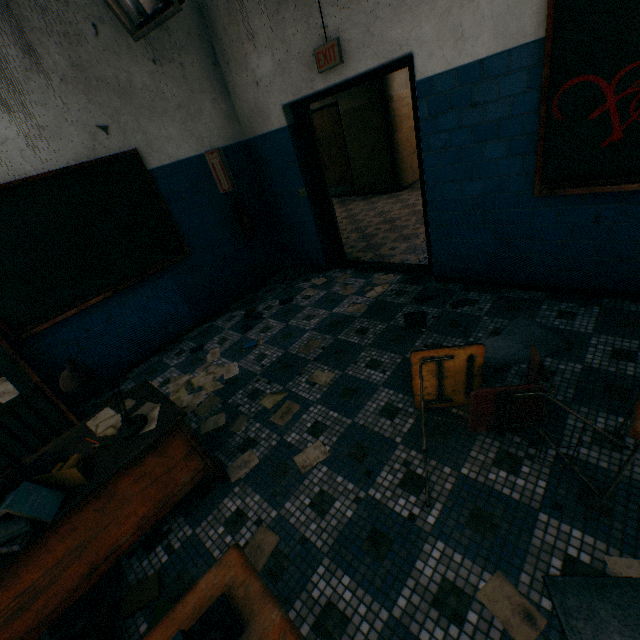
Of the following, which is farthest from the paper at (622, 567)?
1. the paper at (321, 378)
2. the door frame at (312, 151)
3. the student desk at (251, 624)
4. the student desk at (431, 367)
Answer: the door frame at (312, 151)

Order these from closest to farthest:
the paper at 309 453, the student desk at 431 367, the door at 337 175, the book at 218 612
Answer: the book at 218 612
the student desk at 431 367
the paper at 309 453
the door at 337 175

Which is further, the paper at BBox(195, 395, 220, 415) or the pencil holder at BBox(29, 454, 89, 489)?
the paper at BBox(195, 395, 220, 415)

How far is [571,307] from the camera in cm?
283

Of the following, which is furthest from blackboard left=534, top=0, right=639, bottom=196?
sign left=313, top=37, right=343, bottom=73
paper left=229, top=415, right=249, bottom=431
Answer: paper left=229, top=415, right=249, bottom=431

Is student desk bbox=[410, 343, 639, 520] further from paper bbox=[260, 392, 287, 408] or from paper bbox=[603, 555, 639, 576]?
paper bbox=[260, 392, 287, 408]

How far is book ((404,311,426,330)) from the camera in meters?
3.1 m

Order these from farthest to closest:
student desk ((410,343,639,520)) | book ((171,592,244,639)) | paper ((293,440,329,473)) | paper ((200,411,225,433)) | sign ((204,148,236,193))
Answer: sign ((204,148,236,193)) < paper ((200,411,225,433)) < paper ((293,440,329,473)) < student desk ((410,343,639,520)) < book ((171,592,244,639))
